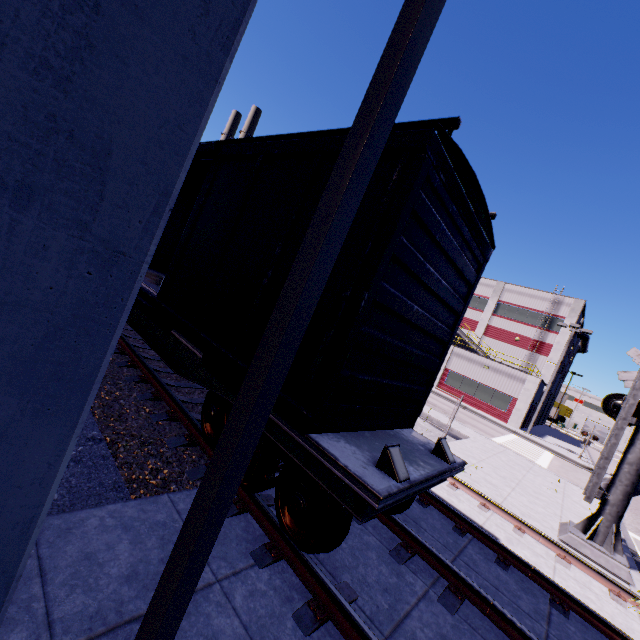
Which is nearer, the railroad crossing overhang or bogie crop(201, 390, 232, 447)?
bogie crop(201, 390, 232, 447)

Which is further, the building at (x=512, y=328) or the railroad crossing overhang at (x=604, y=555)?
the building at (x=512, y=328)

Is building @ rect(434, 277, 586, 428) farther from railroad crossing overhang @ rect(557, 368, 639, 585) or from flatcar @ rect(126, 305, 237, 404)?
railroad crossing overhang @ rect(557, 368, 639, 585)

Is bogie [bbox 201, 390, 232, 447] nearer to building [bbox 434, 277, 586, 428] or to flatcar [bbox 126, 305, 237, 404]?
flatcar [bbox 126, 305, 237, 404]

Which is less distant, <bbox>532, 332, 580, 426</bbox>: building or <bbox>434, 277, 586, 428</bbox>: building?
<bbox>434, 277, 586, 428</bbox>: building

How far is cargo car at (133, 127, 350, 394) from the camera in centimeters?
420cm

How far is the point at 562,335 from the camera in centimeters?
3469cm

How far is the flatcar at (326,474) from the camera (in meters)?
2.96
